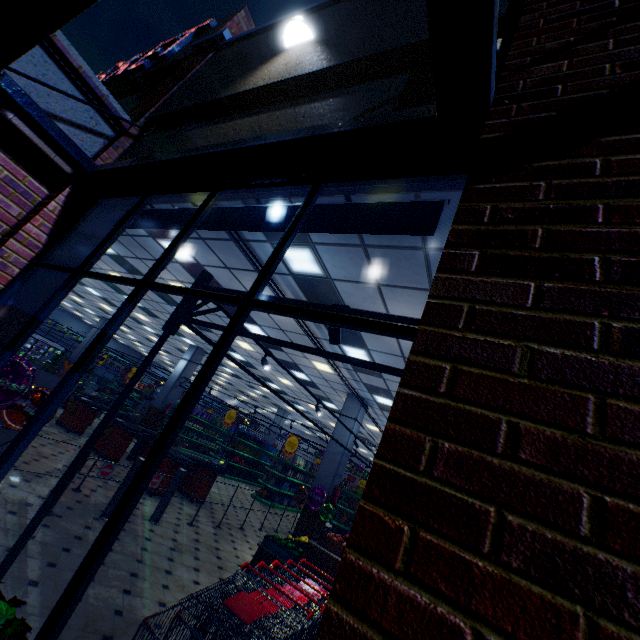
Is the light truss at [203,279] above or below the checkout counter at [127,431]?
above

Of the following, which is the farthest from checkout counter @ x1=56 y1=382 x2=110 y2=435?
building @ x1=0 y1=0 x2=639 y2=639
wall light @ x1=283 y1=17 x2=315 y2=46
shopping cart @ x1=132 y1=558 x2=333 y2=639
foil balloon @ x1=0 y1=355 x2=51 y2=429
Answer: wall light @ x1=283 y1=17 x2=315 y2=46

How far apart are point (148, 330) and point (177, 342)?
2.1m

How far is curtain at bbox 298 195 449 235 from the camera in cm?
212

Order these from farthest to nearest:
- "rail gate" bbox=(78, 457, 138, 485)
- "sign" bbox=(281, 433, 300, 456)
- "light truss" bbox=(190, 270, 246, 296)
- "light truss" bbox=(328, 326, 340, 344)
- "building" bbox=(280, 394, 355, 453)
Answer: "sign" bbox=(281, 433, 300, 456)
"building" bbox=(280, 394, 355, 453)
"rail gate" bbox=(78, 457, 138, 485)
"light truss" bbox=(190, 270, 246, 296)
"light truss" bbox=(328, 326, 340, 344)

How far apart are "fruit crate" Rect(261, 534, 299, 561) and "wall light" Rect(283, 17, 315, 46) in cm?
782

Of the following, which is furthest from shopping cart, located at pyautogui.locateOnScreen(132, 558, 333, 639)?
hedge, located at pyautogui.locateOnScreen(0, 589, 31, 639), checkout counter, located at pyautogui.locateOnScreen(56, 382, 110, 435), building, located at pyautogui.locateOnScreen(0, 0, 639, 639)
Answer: checkout counter, located at pyautogui.locateOnScreen(56, 382, 110, 435)

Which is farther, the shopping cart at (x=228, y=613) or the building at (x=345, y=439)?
the building at (x=345, y=439)
